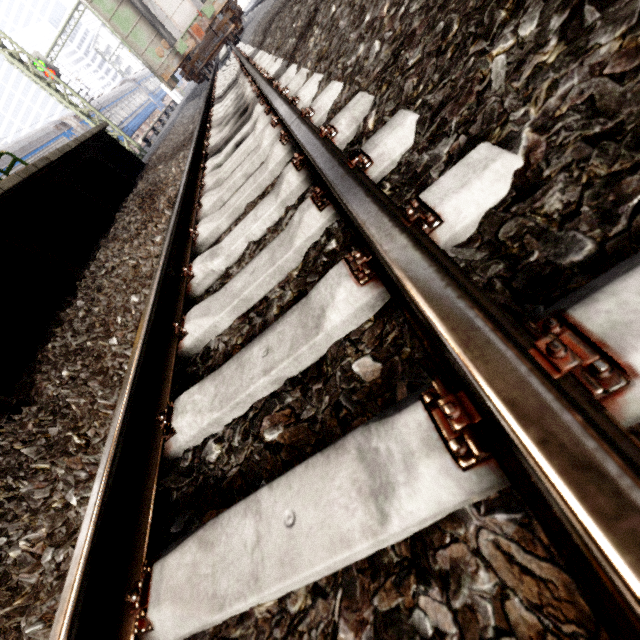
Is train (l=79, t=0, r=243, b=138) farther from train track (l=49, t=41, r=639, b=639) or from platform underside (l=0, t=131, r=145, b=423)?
platform underside (l=0, t=131, r=145, b=423)

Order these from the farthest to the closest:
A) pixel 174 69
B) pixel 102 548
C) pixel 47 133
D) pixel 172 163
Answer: pixel 47 133 < pixel 174 69 < pixel 172 163 < pixel 102 548

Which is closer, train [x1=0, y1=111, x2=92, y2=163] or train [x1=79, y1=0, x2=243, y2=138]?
train [x1=79, y1=0, x2=243, y2=138]

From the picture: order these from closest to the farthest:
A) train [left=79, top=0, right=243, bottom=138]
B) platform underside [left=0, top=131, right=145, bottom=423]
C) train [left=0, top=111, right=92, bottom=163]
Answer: platform underside [left=0, top=131, right=145, bottom=423] < train [left=79, top=0, right=243, bottom=138] < train [left=0, top=111, right=92, bottom=163]

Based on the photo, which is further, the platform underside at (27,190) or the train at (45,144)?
the train at (45,144)

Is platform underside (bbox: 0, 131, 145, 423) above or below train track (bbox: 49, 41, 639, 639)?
above

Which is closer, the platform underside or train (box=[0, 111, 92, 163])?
the platform underside

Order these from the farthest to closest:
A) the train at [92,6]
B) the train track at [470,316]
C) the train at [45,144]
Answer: the train at [45,144] → the train at [92,6] → the train track at [470,316]
